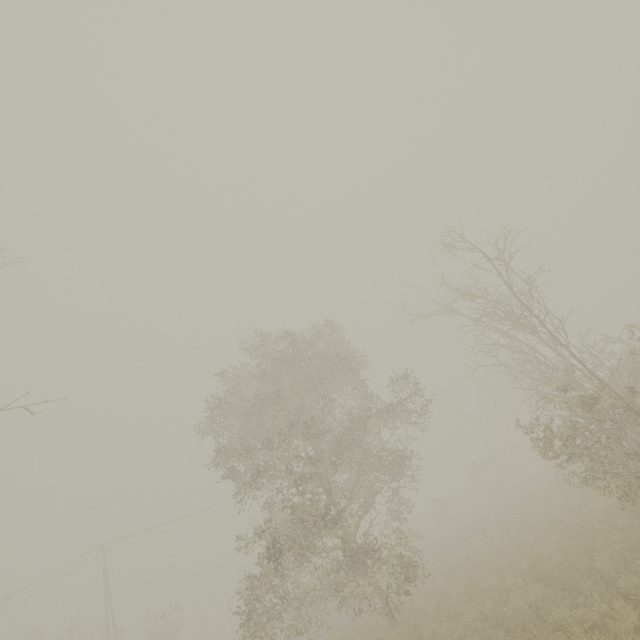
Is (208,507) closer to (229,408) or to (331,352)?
(229,408)
